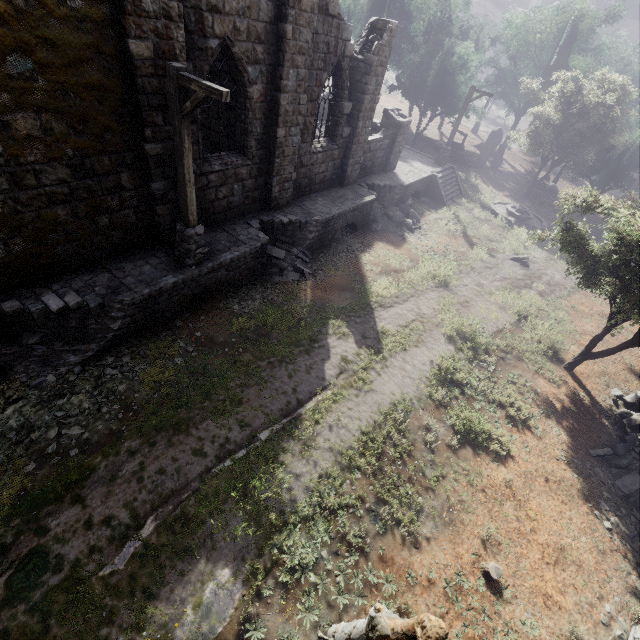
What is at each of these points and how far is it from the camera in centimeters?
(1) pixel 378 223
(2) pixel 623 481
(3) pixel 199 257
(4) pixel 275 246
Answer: (1) rubble, 1738cm
(2) rubble, 880cm
(3) wooden lamp post, 938cm
(4) rubble, 1268cm

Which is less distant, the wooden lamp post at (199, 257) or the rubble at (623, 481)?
the wooden lamp post at (199, 257)

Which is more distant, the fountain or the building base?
the fountain

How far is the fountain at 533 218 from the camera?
22.2 meters

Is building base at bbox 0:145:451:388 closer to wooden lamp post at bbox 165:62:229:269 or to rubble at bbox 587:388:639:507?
wooden lamp post at bbox 165:62:229:269

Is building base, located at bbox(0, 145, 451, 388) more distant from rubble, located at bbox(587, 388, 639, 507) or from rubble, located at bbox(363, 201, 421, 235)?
rubble, located at bbox(587, 388, 639, 507)

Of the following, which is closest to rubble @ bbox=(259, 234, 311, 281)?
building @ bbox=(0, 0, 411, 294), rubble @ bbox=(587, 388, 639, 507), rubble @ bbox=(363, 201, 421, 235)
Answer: building @ bbox=(0, 0, 411, 294)

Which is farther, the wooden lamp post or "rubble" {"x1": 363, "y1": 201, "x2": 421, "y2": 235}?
"rubble" {"x1": 363, "y1": 201, "x2": 421, "y2": 235}
